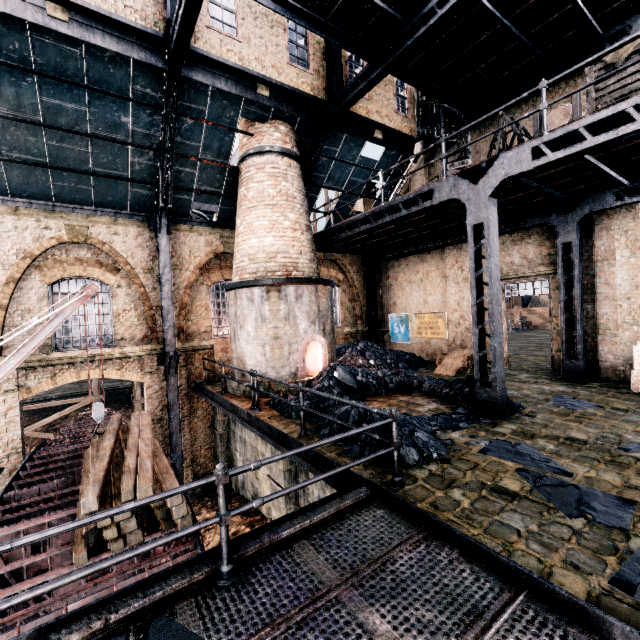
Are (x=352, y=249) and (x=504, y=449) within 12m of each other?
no

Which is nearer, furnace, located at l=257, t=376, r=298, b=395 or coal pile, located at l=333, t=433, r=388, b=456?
coal pile, located at l=333, t=433, r=388, b=456

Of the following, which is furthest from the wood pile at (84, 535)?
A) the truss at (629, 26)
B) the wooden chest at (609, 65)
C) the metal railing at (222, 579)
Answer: the truss at (629, 26)

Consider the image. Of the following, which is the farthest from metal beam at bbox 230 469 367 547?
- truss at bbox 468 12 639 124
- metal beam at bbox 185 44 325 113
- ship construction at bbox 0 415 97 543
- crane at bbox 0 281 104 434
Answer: truss at bbox 468 12 639 124

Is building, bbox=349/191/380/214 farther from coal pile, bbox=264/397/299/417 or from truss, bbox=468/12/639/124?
coal pile, bbox=264/397/299/417

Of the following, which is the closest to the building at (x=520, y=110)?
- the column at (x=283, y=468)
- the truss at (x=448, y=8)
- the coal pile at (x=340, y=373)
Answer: the truss at (x=448, y=8)

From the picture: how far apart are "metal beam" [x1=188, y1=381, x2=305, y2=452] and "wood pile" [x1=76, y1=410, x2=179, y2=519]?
1.92m

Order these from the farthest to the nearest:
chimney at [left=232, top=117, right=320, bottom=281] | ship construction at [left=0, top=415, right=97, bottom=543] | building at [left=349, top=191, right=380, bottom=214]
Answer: building at [left=349, top=191, right=380, bottom=214] → chimney at [left=232, top=117, right=320, bottom=281] → ship construction at [left=0, top=415, right=97, bottom=543]
